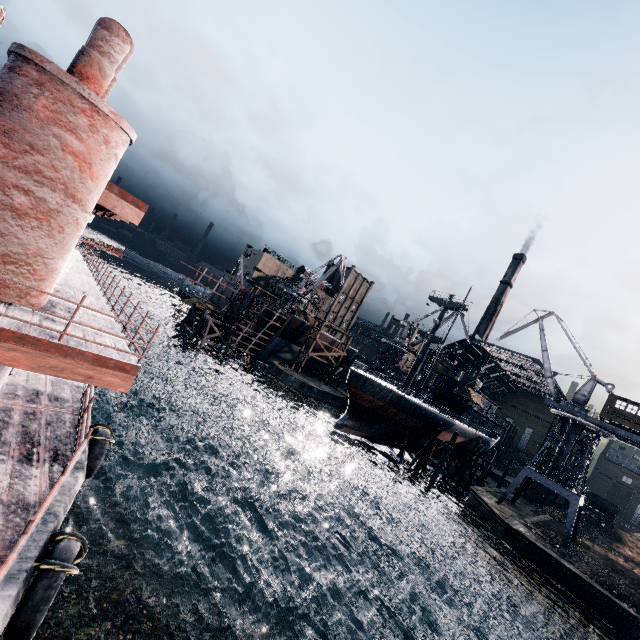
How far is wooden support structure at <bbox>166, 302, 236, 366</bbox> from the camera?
50.8 meters

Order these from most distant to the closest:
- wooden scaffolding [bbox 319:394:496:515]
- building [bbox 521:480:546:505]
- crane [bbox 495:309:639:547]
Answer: building [bbox 521:480:546:505] < wooden scaffolding [bbox 319:394:496:515] < crane [bbox 495:309:639:547]

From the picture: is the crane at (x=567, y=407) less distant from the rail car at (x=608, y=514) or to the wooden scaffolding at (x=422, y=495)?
the wooden scaffolding at (x=422, y=495)

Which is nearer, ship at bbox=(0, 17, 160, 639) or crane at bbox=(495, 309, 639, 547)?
ship at bbox=(0, 17, 160, 639)

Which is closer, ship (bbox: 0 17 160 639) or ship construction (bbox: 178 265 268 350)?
ship (bbox: 0 17 160 639)

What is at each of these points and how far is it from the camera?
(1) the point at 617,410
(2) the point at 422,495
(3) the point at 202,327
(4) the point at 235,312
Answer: (1) building, 37.8 meters
(2) wooden scaffolding, 41.4 meters
(3) wooden support structure, 52.3 meters
(4) ship construction, 56.6 meters

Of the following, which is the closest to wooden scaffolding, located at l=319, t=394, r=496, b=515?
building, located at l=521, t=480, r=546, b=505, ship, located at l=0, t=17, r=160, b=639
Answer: ship, located at l=0, t=17, r=160, b=639

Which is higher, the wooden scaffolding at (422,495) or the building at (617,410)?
the building at (617,410)
